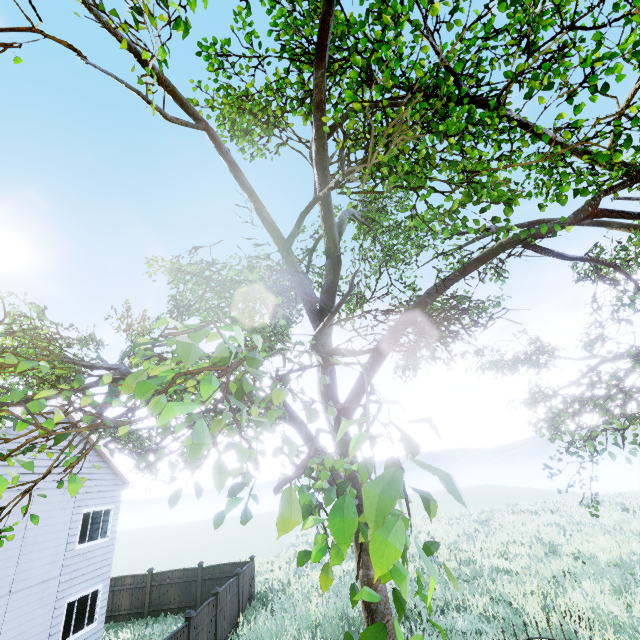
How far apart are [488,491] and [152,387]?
68.6 meters

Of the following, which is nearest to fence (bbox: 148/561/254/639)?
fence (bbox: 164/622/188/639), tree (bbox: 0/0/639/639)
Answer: tree (bbox: 0/0/639/639)

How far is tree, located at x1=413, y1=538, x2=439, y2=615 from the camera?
0.8m

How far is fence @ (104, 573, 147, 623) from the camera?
16.22m

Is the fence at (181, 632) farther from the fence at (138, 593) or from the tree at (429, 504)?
the fence at (138, 593)

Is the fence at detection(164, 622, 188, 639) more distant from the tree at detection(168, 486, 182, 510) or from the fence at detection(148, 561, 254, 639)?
the fence at detection(148, 561, 254, 639)

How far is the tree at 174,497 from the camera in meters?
2.3
